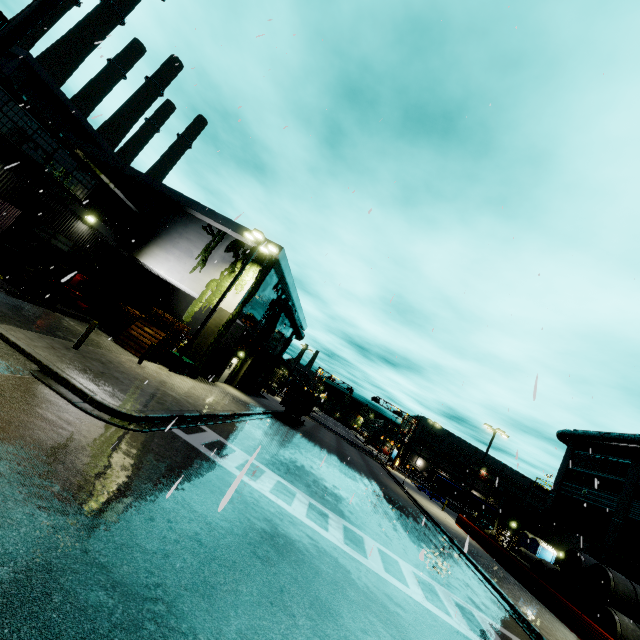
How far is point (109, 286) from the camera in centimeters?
2738cm

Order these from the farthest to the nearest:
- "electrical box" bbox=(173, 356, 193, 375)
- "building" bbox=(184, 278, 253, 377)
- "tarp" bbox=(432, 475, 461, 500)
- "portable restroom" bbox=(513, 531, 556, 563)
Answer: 1. "tarp" bbox=(432, 475, 461, 500)
2. "portable restroom" bbox=(513, 531, 556, 563)
3. "building" bbox=(184, 278, 253, 377)
4. "electrical box" bbox=(173, 356, 193, 375)

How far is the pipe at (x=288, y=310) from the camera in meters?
29.7 m

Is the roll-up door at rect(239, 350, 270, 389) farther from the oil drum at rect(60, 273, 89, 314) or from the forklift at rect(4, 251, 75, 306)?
the forklift at rect(4, 251, 75, 306)

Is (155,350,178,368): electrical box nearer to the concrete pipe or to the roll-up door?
the roll-up door

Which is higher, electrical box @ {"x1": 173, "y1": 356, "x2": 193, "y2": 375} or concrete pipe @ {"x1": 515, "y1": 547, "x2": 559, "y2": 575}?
concrete pipe @ {"x1": 515, "y1": 547, "x2": 559, "y2": 575}

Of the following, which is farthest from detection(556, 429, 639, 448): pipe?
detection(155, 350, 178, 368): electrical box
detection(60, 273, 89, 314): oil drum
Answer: detection(60, 273, 89, 314): oil drum

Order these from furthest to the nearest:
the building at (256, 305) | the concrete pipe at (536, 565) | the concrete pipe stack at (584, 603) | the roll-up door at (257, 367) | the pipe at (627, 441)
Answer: the roll-up door at (257, 367), the pipe at (627, 441), the building at (256, 305), the concrete pipe at (536, 565), the concrete pipe stack at (584, 603)
